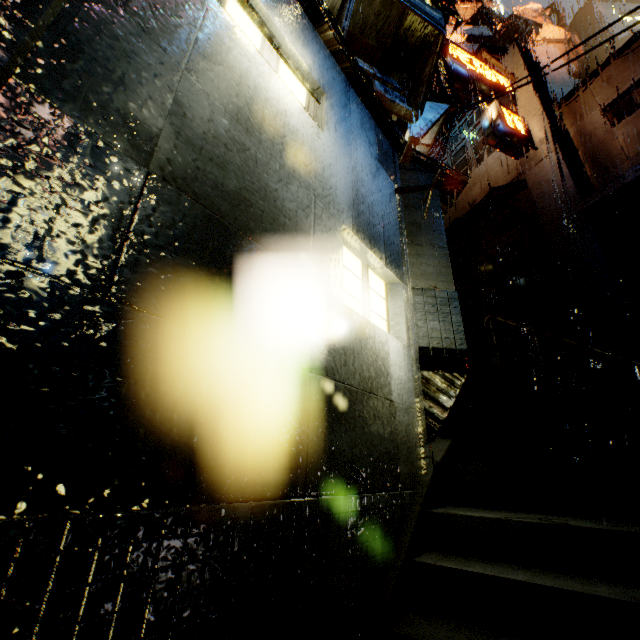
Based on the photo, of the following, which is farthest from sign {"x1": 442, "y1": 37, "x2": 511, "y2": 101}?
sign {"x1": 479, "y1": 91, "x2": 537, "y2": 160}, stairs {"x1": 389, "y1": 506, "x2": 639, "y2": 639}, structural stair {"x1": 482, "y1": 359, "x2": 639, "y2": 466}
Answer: stairs {"x1": 389, "y1": 506, "x2": 639, "y2": 639}

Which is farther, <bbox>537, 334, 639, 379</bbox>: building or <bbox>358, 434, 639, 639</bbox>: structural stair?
<bbox>537, 334, 639, 379</bbox>: building

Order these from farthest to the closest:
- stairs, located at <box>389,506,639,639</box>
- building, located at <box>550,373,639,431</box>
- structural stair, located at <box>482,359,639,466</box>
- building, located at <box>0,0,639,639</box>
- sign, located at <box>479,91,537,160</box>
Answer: sign, located at <box>479,91,537,160</box> < building, located at <box>550,373,639,431</box> < structural stair, located at <box>482,359,639,466</box> < stairs, located at <box>389,506,639,639</box> < building, located at <box>0,0,639,639</box>

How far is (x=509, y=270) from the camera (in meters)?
14.09

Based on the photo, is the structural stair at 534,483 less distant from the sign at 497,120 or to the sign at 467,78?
the sign at 497,120

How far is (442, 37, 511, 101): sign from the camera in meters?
12.8

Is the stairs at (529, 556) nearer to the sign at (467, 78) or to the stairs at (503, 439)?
the stairs at (503, 439)
